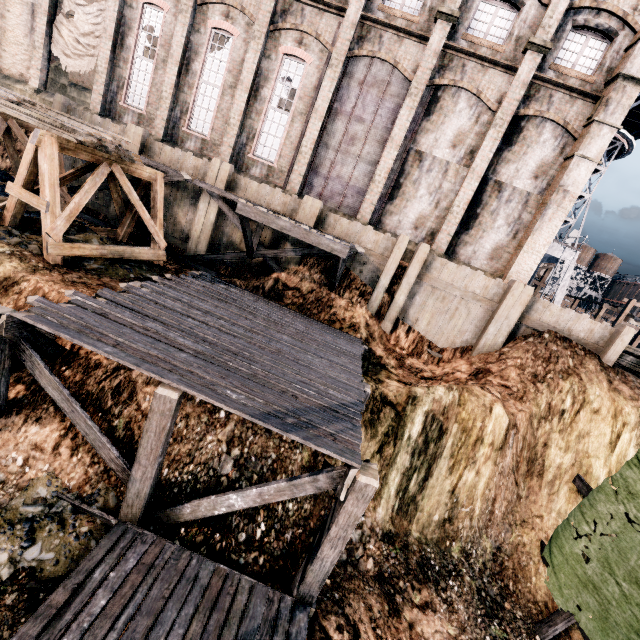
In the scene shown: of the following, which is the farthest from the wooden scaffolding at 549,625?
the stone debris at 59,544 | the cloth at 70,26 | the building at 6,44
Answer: the cloth at 70,26

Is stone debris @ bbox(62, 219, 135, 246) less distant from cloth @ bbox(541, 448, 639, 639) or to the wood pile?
the wood pile

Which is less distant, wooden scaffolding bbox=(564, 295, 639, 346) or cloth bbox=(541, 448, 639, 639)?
cloth bbox=(541, 448, 639, 639)

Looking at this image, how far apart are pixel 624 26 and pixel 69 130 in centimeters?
2395cm

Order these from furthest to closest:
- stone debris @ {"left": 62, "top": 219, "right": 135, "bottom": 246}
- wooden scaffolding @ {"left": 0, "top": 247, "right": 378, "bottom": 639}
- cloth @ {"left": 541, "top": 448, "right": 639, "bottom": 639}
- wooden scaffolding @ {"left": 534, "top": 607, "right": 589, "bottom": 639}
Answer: stone debris @ {"left": 62, "top": 219, "right": 135, "bottom": 246}, wooden scaffolding @ {"left": 534, "top": 607, "right": 589, "bottom": 639}, cloth @ {"left": 541, "top": 448, "right": 639, "bottom": 639}, wooden scaffolding @ {"left": 0, "top": 247, "right": 378, "bottom": 639}

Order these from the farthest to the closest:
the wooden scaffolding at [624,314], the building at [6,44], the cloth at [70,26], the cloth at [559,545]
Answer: the wooden scaffolding at [624,314], the cloth at [70,26], the building at [6,44], the cloth at [559,545]

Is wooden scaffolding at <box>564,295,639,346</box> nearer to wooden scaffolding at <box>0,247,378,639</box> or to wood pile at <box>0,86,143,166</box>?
wooden scaffolding at <box>0,247,378,639</box>

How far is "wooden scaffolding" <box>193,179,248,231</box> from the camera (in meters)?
15.72
